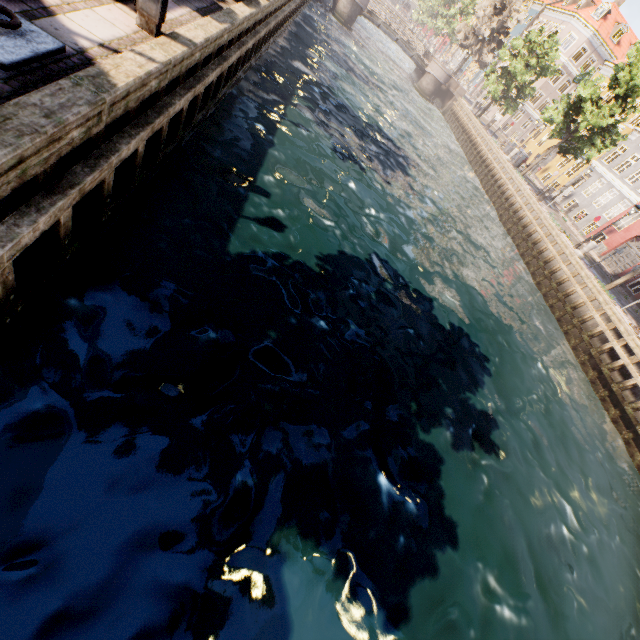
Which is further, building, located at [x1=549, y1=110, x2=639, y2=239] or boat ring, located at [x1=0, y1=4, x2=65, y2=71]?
building, located at [x1=549, y1=110, x2=639, y2=239]

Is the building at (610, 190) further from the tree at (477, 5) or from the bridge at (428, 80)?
the bridge at (428, 80)

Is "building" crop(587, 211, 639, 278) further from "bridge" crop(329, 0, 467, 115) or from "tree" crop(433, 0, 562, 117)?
"bridge" crop(329, 0, 467, 115)

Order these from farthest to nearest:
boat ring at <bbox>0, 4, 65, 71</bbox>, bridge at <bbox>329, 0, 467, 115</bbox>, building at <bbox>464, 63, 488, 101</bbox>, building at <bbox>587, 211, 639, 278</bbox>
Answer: building at <bbox>464, 63, 488, 101</bbox> < bridge at <bbox>329, 0, 467, 115</bbox> < building at <bbox>587, 211, 639, 278</bbox> < boat ring at <bbox>0, 4, 65, 71</bbox>

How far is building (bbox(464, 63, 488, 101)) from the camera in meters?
55.6 m

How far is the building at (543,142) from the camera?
37.27m

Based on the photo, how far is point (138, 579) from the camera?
3.5 meters

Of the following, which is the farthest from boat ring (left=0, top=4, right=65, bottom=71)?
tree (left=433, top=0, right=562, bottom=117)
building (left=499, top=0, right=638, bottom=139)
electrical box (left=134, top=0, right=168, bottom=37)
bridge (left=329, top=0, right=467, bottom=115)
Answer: bridge (left=329, top=0, right=467, bottom=115)
